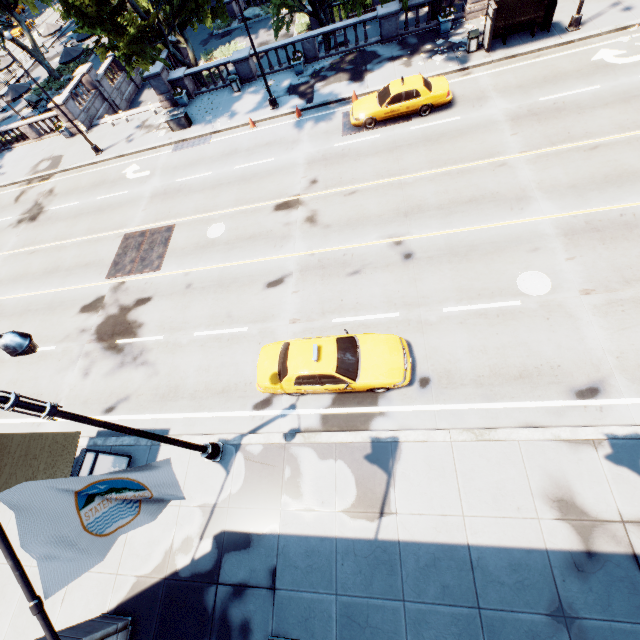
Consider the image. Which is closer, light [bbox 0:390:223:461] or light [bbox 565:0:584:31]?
light [bbox 0:390:223:461]

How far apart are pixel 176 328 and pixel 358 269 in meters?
8.5

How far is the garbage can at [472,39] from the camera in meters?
18.1 m

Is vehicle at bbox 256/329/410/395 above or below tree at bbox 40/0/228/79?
below

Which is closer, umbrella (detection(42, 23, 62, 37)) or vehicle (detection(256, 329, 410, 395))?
vehicle (detection(256, 329, 410, 395))

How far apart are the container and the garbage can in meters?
18.5 m

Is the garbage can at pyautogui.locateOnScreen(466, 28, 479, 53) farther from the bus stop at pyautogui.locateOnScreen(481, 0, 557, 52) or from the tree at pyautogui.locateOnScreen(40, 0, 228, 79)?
the tree at pyautogui.locateOnScreen(40, 0, 228, 79)

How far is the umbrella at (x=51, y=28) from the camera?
39.5m
